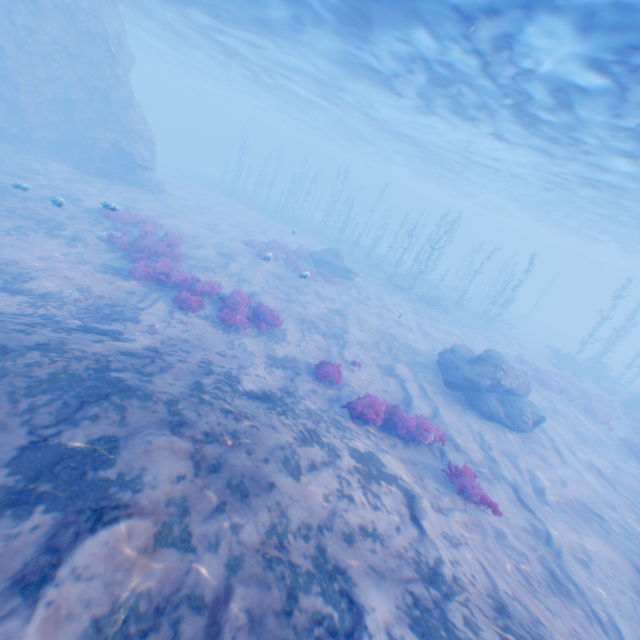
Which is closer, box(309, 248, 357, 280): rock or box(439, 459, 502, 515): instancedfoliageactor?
box(439, 459, 502, 515): instancedfoliageactor

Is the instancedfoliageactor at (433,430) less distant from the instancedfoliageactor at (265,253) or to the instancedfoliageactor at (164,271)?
the instancedfoliageactor at (164,271)

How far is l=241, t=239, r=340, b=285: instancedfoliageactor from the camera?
21.4 meters

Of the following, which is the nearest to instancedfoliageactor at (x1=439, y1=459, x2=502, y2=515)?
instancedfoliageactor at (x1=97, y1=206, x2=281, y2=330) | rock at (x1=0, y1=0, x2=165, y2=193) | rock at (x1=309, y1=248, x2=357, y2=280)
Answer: rock at (x1=0, y1=0, x2=165, y2=193)

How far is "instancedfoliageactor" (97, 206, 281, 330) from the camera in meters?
12.2 m

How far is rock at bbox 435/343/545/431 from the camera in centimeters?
1366cm

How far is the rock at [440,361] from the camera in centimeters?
1366cm

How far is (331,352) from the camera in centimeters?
1357cm
